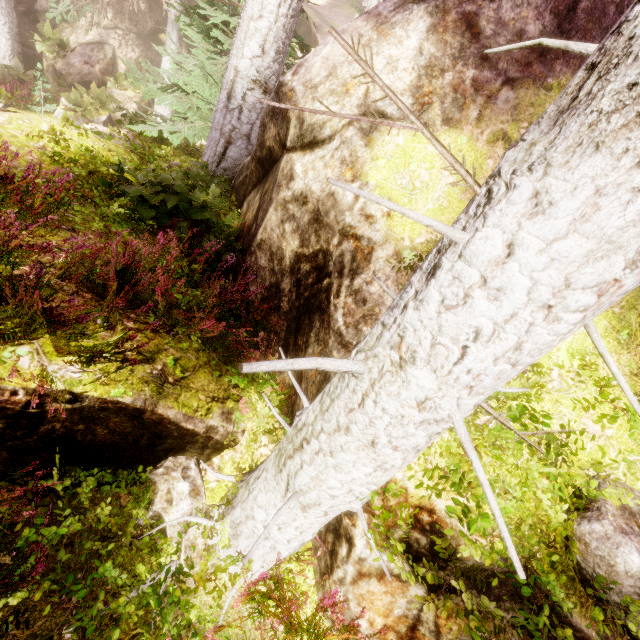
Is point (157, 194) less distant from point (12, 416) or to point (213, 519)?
point (12, 416)

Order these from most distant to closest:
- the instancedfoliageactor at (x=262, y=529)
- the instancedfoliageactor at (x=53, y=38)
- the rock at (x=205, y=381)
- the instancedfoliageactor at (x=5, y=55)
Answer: the instancedfoliageactor at (x=53, y=38) → the instancedfoliageactor at (x=5, y=55) → the rock at (x=205, y=381) → the instancedfoliageactor at (x=262, y=529)

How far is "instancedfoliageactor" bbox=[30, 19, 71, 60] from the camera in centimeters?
1711cm

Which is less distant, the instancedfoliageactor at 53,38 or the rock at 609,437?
the rock at 609,437

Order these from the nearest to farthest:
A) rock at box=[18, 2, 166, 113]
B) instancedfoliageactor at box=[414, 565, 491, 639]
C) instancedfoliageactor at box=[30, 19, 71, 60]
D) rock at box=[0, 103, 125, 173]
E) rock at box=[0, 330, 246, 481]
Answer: instancedfoliageactor at box=[414, 565, 491, 639] < rock at box=[0, 330, 246, 481] < rock at box=[0, 103, 125, 173] < instancedfoliageactor at box=[30, 19, 71, 60] < rock at box=[18, 2, 166, 113]

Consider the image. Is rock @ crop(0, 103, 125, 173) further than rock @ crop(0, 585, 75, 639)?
Yes

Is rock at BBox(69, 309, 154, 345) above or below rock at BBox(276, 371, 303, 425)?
above
